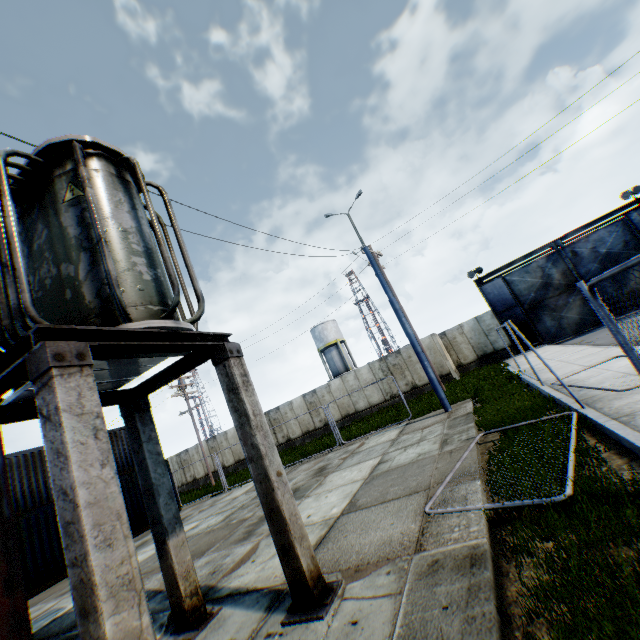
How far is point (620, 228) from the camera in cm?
2078

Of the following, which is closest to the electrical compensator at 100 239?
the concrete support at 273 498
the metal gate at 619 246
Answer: the concrete support at 273 498

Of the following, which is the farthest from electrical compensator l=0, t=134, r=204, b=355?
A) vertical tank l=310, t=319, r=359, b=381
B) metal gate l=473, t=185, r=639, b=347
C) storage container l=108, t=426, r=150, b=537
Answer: vertical tank l=310, t=319, r=359, b=381

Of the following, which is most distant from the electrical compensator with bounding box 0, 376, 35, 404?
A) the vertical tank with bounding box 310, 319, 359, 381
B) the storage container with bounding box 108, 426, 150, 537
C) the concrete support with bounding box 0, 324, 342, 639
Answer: the vertical tank with bounding box 310, 319, 359, 381

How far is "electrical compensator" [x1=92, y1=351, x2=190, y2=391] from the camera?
3.8m

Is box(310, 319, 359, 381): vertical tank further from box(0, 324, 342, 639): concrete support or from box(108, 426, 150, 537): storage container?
box(0, 324, 342, 639): concrete support

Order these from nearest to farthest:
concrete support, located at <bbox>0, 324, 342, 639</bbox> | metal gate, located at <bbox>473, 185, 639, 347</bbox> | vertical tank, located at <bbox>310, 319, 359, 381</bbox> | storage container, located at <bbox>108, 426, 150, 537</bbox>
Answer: concrete support, located at <bbox>0, 324, 342, 639</bbox> < storage container, located at <bbox>108, 426, 150, 537</bbox> < metal gate, located at <bbox>473, 185, 639, 347</bbox> < vertical tank, located at <bbox>310, 319, 359, 381</bbox>

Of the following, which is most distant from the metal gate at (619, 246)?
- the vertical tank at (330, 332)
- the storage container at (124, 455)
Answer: the storage container at (124, 455)
